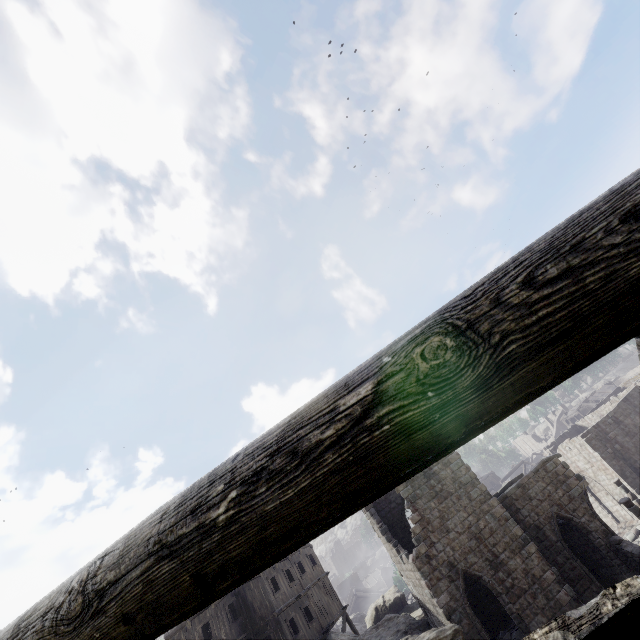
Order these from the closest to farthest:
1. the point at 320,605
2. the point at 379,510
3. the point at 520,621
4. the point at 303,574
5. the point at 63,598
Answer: the point at 63,598 → the point at 520,621 → the point at 379,510 → the point at 320,605 → the point at 303,574
